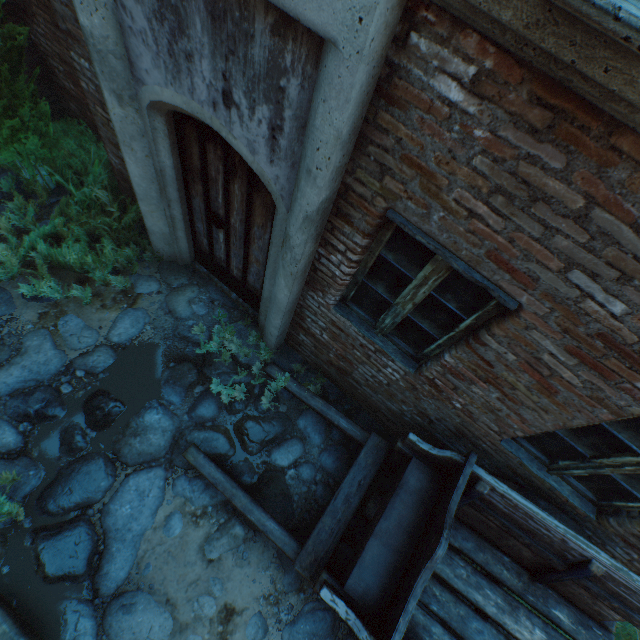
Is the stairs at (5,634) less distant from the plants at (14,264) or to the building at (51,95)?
the building at (51,95)

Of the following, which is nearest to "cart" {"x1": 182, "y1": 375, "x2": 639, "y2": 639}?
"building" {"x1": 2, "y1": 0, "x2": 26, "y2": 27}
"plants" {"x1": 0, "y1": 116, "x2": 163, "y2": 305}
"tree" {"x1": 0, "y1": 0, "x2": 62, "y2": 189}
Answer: "building" {"x1": 2, "y1": 0, "x2": 26, "y2": 27}

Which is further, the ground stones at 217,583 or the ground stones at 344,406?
the ground stones at 344,406

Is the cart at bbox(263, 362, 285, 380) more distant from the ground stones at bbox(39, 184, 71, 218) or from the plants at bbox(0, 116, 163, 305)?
the plants at bbox(0, 116, 163, 305)

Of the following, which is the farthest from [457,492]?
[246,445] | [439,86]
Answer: [439,86]

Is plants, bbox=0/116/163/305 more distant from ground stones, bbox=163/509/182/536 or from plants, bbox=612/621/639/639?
plants, bbox=612/621/639/639

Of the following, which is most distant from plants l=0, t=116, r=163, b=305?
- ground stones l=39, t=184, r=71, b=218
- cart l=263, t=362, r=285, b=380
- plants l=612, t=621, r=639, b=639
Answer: plants l=612, t=621, r=639, b=639

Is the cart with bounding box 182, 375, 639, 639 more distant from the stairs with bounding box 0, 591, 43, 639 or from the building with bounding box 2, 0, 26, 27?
the stairs with bounding box 0, 591, 43, 639
